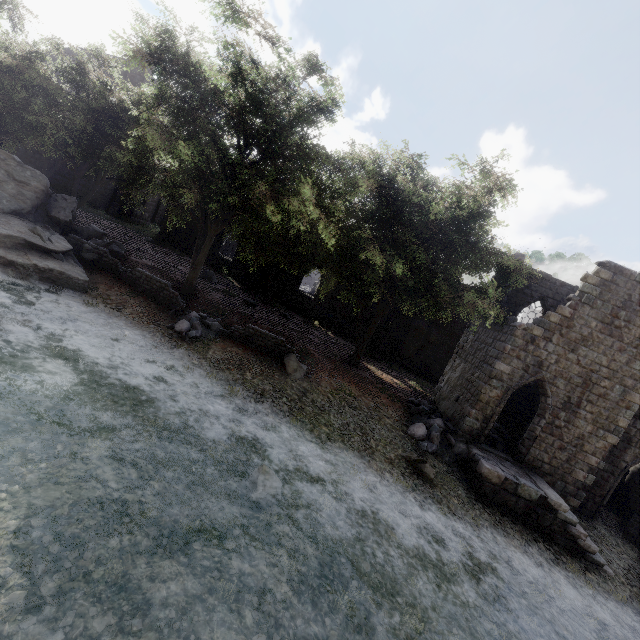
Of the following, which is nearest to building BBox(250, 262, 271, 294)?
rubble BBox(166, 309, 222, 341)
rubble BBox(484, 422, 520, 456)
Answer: rubble BBox(484, 422, 520, 456)

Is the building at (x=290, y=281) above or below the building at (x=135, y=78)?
below

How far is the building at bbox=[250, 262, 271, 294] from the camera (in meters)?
28.95

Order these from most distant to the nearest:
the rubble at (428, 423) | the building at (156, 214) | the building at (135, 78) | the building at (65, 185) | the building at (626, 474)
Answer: the building at (156, 214) → the building at (65, 185) → the building at (135, 78) → the rubble at (428, 423) → the building at (626, 474)

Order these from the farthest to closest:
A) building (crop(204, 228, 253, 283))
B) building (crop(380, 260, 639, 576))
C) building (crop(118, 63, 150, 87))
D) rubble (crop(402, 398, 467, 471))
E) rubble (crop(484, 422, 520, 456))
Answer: building (crop(204, 228, 253, 283))
building (crop(118, 63, 150, 87))
rubble (crop(484, 422, 520, 456))
rubble (crop(402, 398, 467, 471))
building (crop(380, 260, 639, 576))

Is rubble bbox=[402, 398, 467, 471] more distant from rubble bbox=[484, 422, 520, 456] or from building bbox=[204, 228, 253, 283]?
rubble bbox=[484, 422, 520, 456]

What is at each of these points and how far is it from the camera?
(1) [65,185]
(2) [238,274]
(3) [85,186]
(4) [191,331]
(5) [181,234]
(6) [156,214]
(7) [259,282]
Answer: (1) building, 28.5 meters
(2) building, 29.6 meters
(3) building, 28.7 meters
(4) rubble, 13.1 meters
(5) building, 29.7 meters
(6) building, 42.6 meters
(7) building, 29.1 meters
